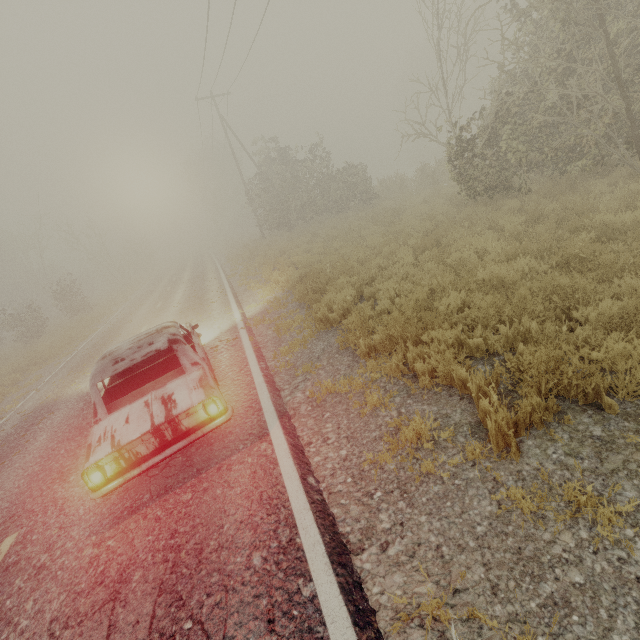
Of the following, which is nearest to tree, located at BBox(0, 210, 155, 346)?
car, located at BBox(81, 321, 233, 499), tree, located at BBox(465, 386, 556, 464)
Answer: car, located at BBox(81, 321, 233, 499)

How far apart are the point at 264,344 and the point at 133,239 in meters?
53.2

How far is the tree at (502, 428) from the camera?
3.0m

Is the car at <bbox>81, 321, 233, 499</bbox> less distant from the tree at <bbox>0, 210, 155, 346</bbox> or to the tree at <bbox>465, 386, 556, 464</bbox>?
the tree at <bbox>465, 386, 556, 464</bbox>

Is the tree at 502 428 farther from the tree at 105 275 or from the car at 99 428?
the tree at 105 275

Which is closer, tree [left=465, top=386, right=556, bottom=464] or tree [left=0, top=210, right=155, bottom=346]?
tree [left=465, top=386, right=556, bottom=464]
